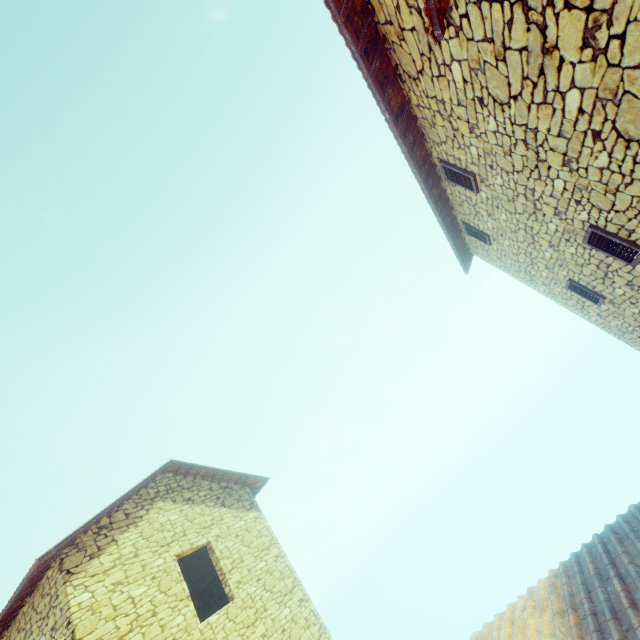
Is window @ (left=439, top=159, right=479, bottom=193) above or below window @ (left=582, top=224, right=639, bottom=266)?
above

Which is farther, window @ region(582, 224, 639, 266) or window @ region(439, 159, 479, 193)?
window @ region(439, 159, 479, 193)

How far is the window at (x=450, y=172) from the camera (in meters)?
5.33

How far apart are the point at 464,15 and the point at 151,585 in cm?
1085

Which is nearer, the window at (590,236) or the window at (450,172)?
the window at (590,236)

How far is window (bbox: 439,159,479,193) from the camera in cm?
533
